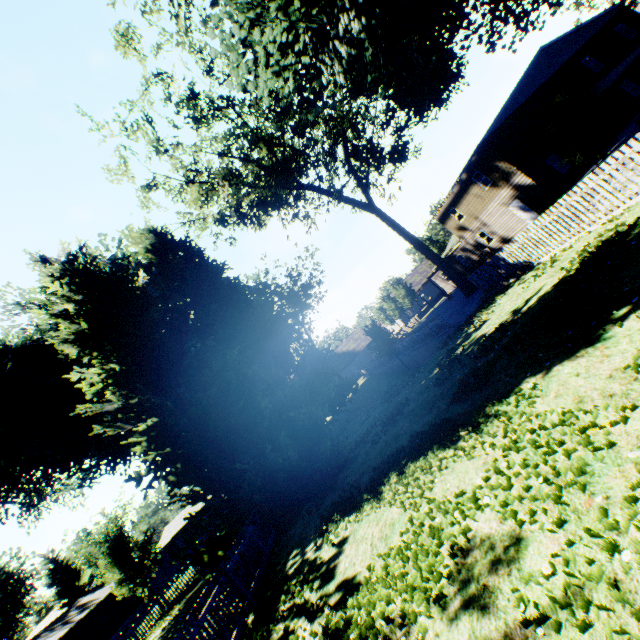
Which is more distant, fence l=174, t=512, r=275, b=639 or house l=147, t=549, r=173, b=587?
house l=147, t=549, r=173, b=587

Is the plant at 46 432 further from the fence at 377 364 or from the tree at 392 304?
the tree at 392 304

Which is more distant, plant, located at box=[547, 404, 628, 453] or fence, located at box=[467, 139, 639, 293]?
fence, located at box=[467, 139, 639, 293]

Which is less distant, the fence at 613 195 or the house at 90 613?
the fence at 613 195

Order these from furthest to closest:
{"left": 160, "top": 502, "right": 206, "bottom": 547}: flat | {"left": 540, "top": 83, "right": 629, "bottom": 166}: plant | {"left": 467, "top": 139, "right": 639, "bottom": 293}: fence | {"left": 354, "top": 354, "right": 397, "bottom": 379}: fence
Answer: {"left": 160, "top": 502, "right": 206, "bottom": 547}: flat, {"left": 354, "top": 354, "right": 397, "bottom": 379}: fence, {"left": 540, "top": 83, "right": 629, "bottom": 166}: plant, {"left": 467, "top": 139, "right": 639, "bottom": 293}: fence

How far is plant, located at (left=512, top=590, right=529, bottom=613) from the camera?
2.6m

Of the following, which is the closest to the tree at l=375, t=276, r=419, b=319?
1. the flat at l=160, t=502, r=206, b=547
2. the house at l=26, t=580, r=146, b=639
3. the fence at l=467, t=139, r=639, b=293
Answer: the fence at l=467, t=139, r=639, b=293

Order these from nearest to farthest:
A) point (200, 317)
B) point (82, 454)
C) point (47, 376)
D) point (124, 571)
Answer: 1. point (124, 571)
2. point (47, 376)
3. point (82, 454)
4. point (200, 317)
